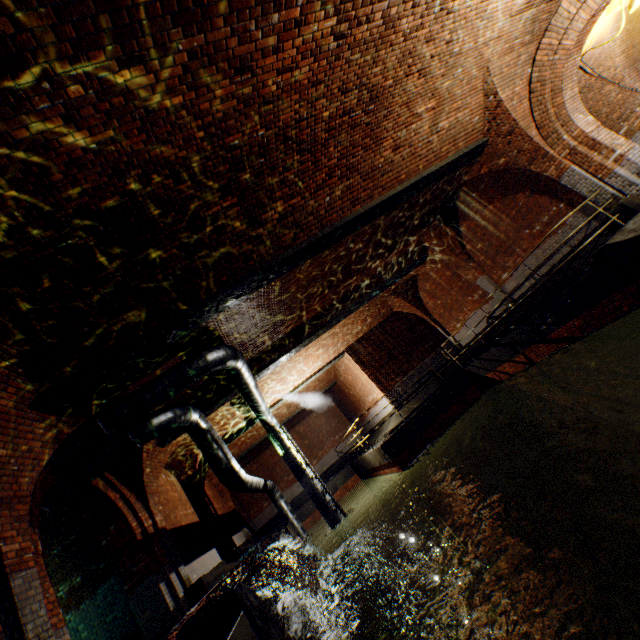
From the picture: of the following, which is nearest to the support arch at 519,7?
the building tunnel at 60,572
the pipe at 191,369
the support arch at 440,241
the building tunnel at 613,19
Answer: the building tunnel at 613,19

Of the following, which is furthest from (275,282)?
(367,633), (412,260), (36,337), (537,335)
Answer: (367,633)

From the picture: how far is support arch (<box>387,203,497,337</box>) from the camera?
12.4 meters

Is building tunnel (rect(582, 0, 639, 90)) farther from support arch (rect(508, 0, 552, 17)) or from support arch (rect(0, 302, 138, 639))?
support arch (rect(508, 0, 552, 17))

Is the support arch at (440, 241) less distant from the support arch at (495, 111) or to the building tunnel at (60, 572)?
the support arch at (495, 111)

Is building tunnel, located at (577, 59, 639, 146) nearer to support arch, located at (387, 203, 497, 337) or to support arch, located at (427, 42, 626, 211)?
support arch, located at (427, 42, 626, 211)

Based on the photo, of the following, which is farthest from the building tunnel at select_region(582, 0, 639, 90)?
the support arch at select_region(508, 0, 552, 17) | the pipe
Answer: the pipe

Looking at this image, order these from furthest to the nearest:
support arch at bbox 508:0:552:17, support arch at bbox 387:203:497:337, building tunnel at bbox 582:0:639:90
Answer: support arch at bbox 387:203:497:337
building tunnel at bbox 582:0:639:90
support arch at bbox 508:0:552:17
